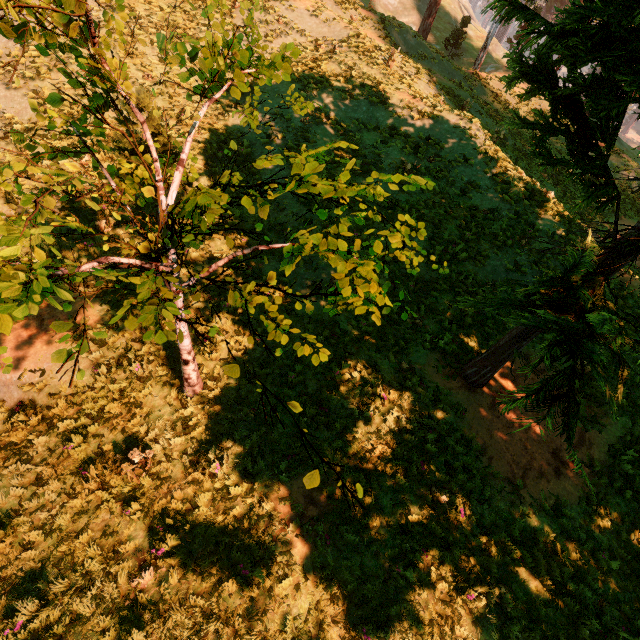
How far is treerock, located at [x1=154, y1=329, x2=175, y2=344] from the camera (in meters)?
3.47

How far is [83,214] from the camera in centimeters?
959cm

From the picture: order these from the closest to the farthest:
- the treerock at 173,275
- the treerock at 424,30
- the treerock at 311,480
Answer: the treerock at 173,275 → the treerock at 311,480 → the treerock at 424,30

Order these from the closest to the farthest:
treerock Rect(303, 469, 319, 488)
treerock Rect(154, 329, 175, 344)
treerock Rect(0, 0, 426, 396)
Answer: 1. treerock Rect(0, 0, 426, 396)
2. treerock Rect(303, 469, 319, 488)
3. treerock Rect(154, 329, 175, 344)

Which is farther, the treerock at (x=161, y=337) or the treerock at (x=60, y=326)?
the treerock at (x=161, y=337)

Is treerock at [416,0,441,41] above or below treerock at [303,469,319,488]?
above

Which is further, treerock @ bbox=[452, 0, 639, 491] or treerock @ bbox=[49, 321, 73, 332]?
treerock @ bbox=[452, 0, 639, 491]
